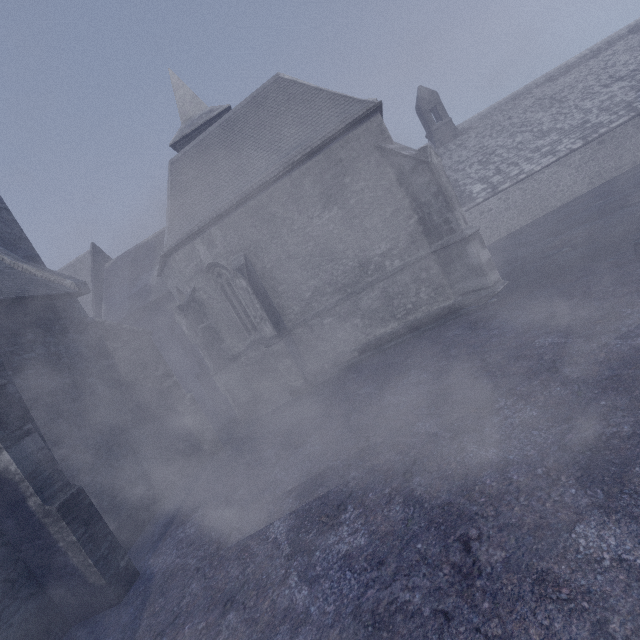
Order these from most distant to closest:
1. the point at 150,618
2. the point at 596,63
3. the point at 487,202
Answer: → the point at 596,63, the point at 487,202, the point at 150,618
